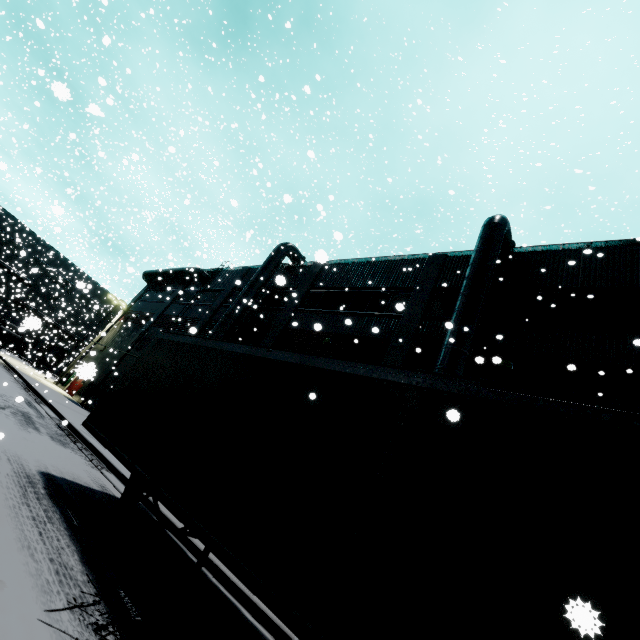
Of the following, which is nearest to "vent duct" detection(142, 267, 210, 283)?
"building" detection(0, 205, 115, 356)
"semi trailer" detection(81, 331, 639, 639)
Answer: "building" detection(0, 205, 115, 356)

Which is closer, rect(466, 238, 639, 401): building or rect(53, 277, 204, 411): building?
rect(466, 238, 639, 401): building

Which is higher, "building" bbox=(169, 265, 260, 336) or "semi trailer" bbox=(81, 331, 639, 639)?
"building" bbox=(169, 265, 260, 336)

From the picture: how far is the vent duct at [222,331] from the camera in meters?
19.1

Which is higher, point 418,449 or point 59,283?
point 59,283

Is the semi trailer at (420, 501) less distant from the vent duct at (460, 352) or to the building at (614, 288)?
the building at (614, 288)

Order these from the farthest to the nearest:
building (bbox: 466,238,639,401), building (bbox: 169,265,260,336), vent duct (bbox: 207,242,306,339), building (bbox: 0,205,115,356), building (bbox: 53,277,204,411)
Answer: building (bbox: 0,205,115,356)
building (bbox: 53,277,204,411)
building (bbox: 169,265,260,336)
vent duct (bbox: 207,242,306,339)
building (bbox: 466,238,639,401)
